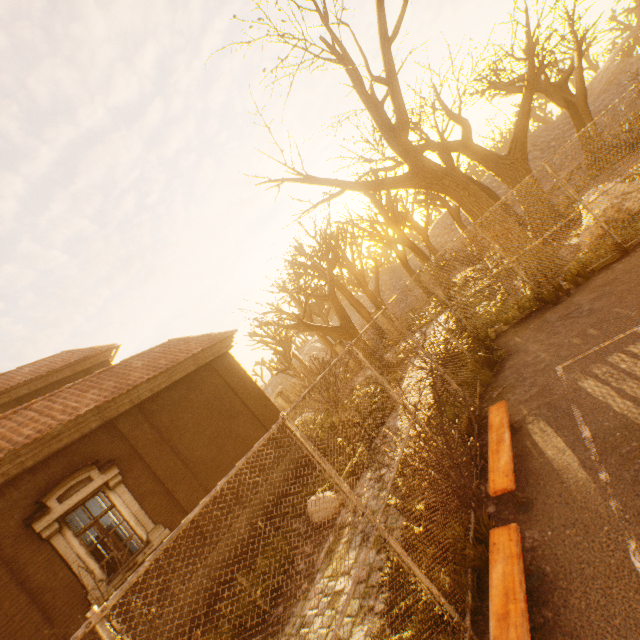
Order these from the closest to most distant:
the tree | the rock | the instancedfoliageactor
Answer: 1. the instancedfoliageactor
2. the tree
3. the rock

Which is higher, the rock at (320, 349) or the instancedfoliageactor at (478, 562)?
the rock at (320, 349)

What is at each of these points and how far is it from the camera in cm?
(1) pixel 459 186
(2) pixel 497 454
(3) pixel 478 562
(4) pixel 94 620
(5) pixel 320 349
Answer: (1) tree, 1043
(2) bench, 453
(3) instancedfoliageactor, 365
(4) fence, 194
(5) rock, 5472

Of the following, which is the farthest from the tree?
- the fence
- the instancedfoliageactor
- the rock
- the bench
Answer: the rock

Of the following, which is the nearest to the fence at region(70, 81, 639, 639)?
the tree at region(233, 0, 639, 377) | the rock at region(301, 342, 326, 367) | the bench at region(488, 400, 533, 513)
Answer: the tree at region(233, 0, 639, 377)

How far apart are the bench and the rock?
47.6 meters

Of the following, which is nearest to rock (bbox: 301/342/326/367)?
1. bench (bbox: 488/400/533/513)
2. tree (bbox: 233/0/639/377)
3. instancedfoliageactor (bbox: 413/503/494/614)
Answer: tree (bbox: 233/0/639/377)

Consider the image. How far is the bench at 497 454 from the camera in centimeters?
402cm
